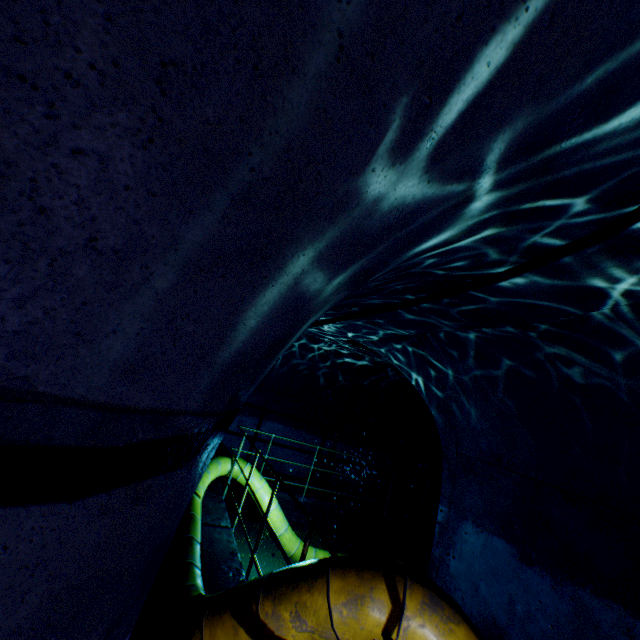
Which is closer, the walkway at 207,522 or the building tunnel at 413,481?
the walkway at 207,522

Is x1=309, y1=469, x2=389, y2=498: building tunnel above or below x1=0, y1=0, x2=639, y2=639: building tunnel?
below

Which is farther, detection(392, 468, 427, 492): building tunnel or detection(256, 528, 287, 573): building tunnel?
detection(392, 468, 427, 492): building tunnel

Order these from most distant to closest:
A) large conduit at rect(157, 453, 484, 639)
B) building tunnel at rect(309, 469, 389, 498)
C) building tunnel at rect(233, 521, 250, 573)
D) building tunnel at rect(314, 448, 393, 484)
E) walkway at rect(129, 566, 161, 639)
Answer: building tunnel at rect(309, 469, 389, 498), building tunnel at rect(314, 448, 393, 484), building tunnel at rect(233, 521, 250, 573), walkway at rect(129, 566, 161, 639), large conduit at rect(157, 453, 484, 639)

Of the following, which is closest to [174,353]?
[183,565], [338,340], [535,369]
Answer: [183,565]

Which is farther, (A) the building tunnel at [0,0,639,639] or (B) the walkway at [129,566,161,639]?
(B) the walkway at [129,566,161,639]

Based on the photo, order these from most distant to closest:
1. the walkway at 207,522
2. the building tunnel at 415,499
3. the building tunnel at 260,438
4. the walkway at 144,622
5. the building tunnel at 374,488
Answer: the building tunnel at 415,499, the building tunnel at 374,488, the building tunnel at 260,438, the walkway at 207,522, the walkway at 144,622
